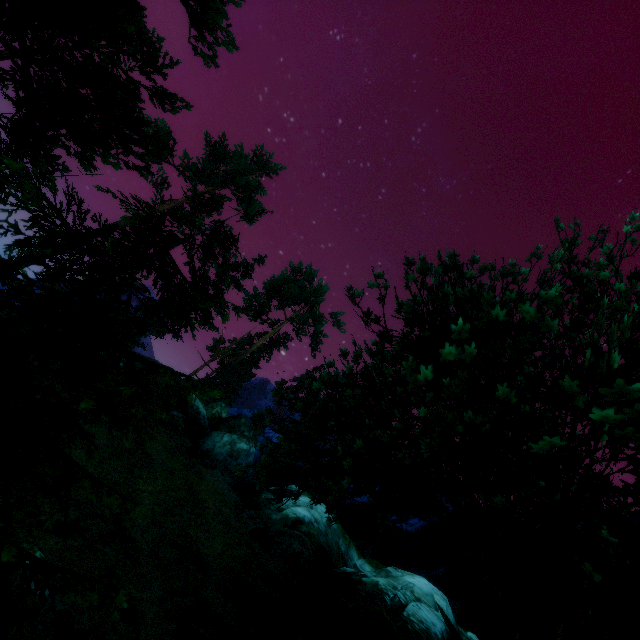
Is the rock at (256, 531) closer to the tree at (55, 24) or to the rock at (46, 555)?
the tree at (55, 24)

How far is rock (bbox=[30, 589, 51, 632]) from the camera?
6.3 meters

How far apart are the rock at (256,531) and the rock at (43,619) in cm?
841

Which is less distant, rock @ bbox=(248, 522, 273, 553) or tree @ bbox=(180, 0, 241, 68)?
tree @ bbox=(180, 0, 241, 68)

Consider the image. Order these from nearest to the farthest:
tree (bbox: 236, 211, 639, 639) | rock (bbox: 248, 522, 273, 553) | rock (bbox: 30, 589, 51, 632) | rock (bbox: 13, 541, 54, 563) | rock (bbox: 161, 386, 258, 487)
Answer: tree (bbox: 236, 211, 639, 639), rock (bbox: 30, 589, 51, 632), rock (bbox: 13, 541, 54, 563), rock (bbox: 248, 522, 273, 553), rock (bbox: 161, 386, 258, 487)

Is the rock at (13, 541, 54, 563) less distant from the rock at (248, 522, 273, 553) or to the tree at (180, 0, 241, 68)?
the tree at (180, 0, 241, 68)

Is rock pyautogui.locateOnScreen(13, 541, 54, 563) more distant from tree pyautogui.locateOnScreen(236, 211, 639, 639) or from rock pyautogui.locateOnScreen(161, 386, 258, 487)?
rock pyautogui.locateOnScreen(161, 386, 258, 487)

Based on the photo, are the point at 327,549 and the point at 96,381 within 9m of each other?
no
